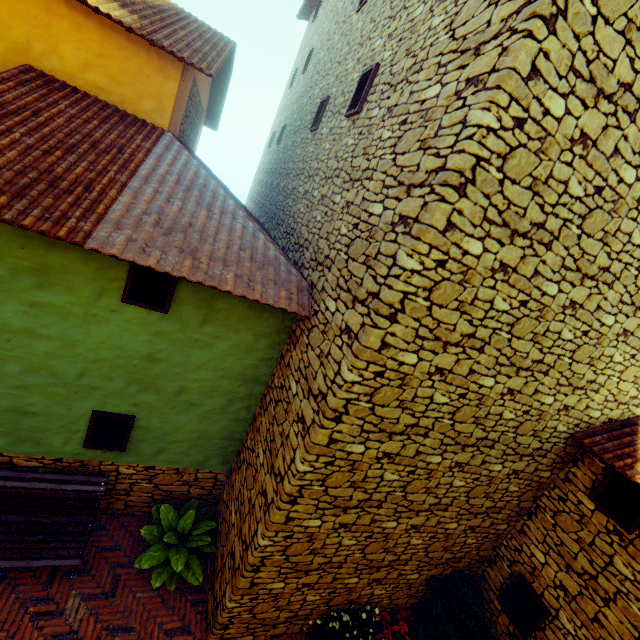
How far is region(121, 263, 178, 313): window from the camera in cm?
410

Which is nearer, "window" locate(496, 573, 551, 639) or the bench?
the bench

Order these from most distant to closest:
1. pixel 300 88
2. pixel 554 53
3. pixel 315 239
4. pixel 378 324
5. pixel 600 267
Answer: pixel 300 88, pixel 315 239, pixel 600 267, pixel 378 324, pixel 554 53

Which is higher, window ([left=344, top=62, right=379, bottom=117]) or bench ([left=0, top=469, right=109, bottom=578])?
window ([left=344, top=62, right=379, bottom=117])

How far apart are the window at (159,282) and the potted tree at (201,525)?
3.40m

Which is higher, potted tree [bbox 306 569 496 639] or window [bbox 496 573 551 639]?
window [bbox 496 573 551 639]

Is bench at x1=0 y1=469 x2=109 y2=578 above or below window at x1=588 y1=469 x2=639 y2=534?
below

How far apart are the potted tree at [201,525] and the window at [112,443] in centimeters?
118cm
